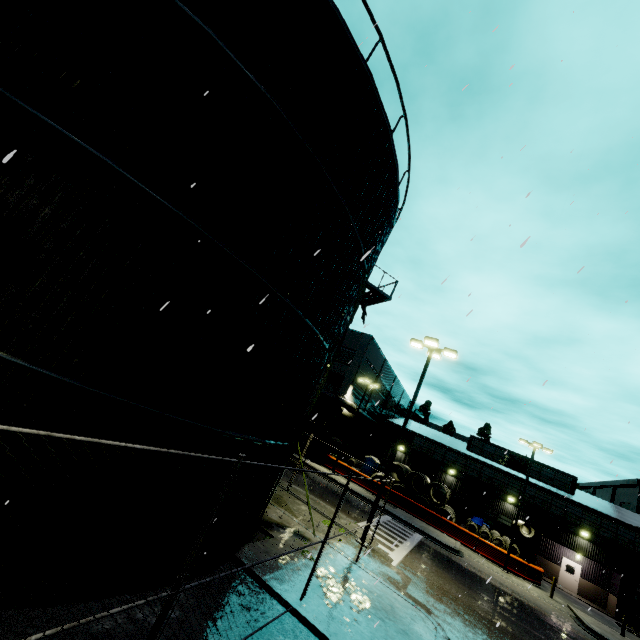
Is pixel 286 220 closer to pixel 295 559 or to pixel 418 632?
pixel 295 559

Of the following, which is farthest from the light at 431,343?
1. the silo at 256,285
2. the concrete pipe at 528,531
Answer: the concrete pipe at 528,531

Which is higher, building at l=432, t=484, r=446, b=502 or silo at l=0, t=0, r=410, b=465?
silo at l=0, t=0, r=410, b=465

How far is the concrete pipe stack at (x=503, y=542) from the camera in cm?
2812

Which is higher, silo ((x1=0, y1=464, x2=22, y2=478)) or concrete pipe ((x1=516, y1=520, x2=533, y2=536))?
concrete pipe ((x1=516, y1=520, x2=533, y2=536))

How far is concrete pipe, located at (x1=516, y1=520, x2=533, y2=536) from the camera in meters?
27.9

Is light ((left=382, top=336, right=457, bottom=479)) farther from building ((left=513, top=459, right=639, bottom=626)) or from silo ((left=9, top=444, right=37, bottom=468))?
building ((left=513, top=459, right=639, bottom=626))

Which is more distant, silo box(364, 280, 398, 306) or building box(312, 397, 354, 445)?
building box(312, 397, 354, 445)
